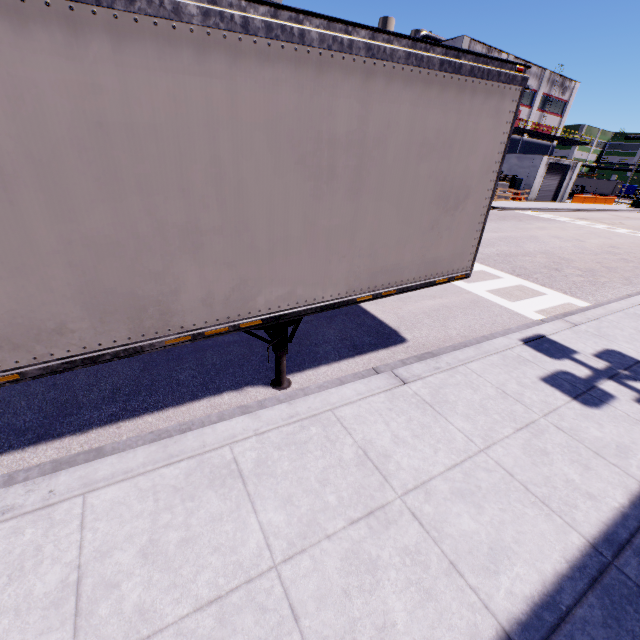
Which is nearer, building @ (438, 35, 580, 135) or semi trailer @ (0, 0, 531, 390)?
semi trailer @ (0, 0, 531, 390)

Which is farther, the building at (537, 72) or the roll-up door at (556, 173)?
the roll-up door at (556, 173)

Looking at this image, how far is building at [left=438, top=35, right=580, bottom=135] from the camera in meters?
34.7 m

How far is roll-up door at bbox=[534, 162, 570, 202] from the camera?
38.2 meters

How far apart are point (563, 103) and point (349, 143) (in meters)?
61.82

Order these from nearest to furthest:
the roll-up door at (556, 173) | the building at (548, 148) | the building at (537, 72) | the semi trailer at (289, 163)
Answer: the semi trailer at (289, 163) → the building at (537, 72) → the building at (548, 148) → the roll-up door at (556, 173)
